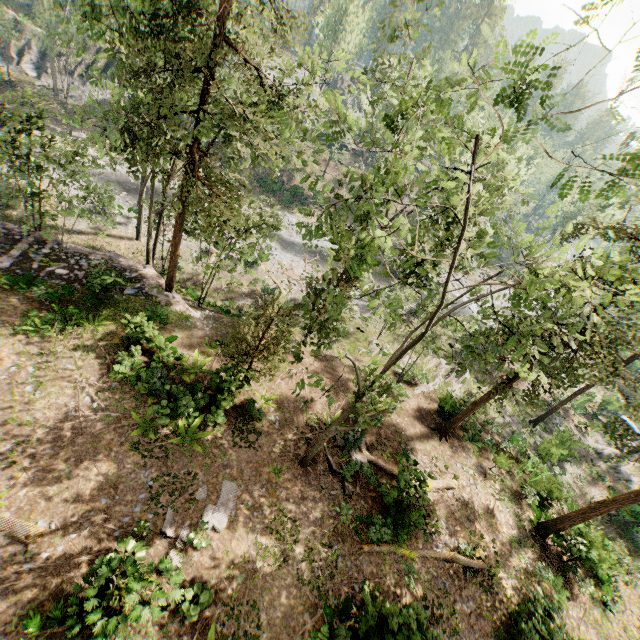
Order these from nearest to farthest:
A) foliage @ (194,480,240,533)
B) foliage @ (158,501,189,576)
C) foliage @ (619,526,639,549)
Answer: foliage @ (158,501,189,576)
foliage @ (194,480,240,533)
foliage @ (619,526,639,549)

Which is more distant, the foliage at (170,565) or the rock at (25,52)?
the rock at (25,52)

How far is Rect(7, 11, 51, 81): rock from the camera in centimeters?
3978cm

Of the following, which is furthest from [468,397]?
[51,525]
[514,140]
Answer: [51,525]

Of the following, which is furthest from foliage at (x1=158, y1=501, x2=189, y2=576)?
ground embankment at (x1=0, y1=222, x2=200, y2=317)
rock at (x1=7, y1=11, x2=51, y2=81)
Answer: rock at (x1=7, y1=11, x2=51, y2=81)

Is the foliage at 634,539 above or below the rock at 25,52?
below

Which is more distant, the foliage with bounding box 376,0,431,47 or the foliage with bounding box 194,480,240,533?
the foliage with bounding box 376,0,431,47
